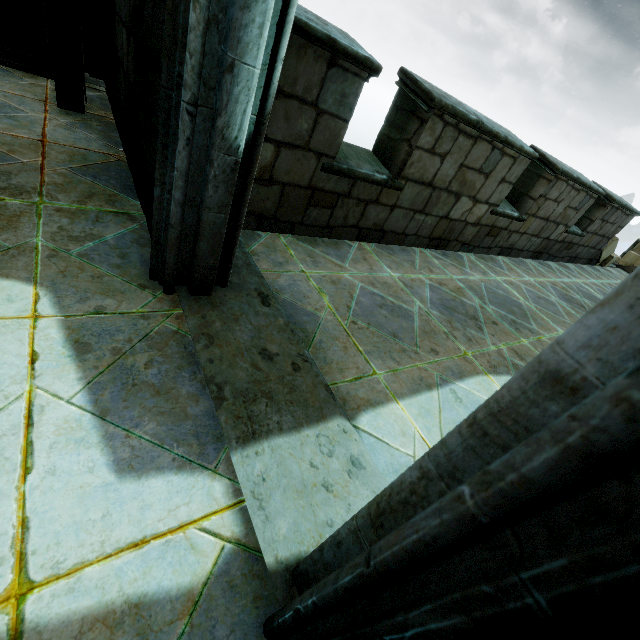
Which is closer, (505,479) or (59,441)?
(505,479)
